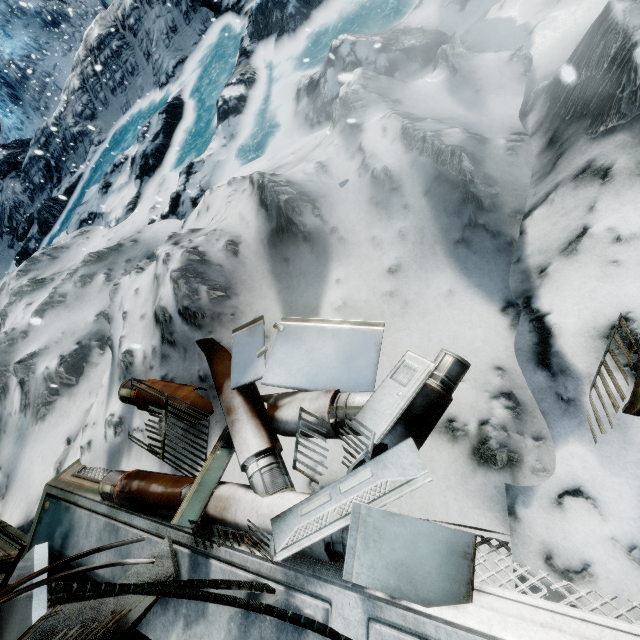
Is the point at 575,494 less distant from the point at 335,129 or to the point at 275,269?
the point at 275,269

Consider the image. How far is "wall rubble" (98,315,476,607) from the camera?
1.4 meters

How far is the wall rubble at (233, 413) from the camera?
1.4m

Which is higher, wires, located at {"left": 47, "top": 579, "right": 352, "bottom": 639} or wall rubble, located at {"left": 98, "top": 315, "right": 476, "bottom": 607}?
wires, located at {"left": 47, "top": 579, "right": 352, "bottom": 639}

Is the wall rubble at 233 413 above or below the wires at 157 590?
below
